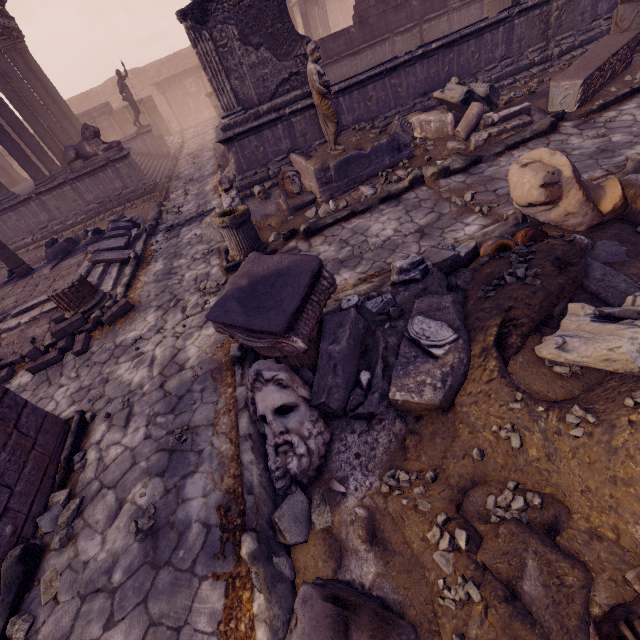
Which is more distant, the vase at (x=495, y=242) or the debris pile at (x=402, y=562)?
the vase at (x=495, y=242)

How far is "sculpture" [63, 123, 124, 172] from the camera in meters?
11.2 m

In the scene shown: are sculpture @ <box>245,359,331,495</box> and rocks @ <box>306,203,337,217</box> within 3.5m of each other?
no

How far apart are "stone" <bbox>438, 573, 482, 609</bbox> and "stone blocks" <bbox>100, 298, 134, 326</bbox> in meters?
6.3 m

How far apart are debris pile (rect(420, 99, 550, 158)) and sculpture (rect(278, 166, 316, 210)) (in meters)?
2.45

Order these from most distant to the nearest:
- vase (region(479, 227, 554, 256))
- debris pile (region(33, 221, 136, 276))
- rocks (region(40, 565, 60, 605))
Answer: debris pile (region(33, 221, 136, 276))
vase (region(479, 227, 554, 256))
rocks (region(40, 565, 60, 605))

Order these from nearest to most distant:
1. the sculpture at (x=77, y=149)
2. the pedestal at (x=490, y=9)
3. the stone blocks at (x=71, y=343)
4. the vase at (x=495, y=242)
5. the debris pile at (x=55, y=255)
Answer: the vase at (x=495, y=242), the stone blocks at (x=71, y=343), the debris pile at (x=55, y=255), the pedestal at (x=490, y=9), the sculpture at (x=77, y=149)

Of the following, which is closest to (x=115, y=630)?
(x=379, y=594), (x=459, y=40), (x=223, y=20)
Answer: (x=379, y=594)
